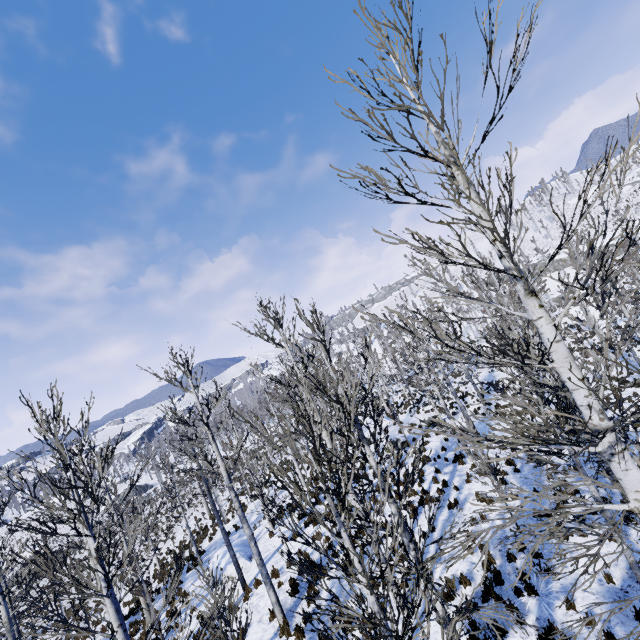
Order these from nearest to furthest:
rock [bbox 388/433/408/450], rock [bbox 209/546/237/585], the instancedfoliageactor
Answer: the instancedfoliageactor, rock [bbox 209/546/237/585], rock [bbox 388/433/408/450]

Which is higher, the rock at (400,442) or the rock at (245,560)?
the rock at (400,442)

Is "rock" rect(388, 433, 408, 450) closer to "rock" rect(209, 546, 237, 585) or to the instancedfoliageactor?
the instancedfoliageactor

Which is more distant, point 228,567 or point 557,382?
point 228,567

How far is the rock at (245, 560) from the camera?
15.42m

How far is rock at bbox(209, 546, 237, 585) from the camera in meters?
14.9
